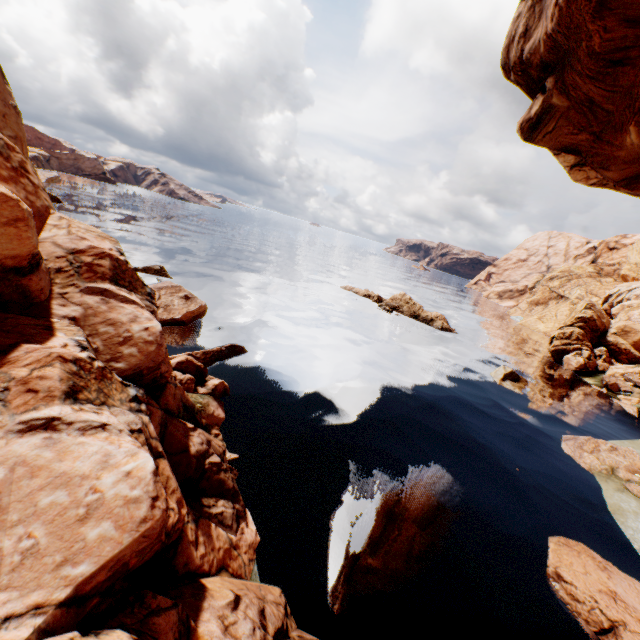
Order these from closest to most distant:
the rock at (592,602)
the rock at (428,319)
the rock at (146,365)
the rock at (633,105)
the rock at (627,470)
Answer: the rock at (146,365) → the rock at (592,602) → the rock at (633,105) → the rock at (627,470) → the rock at (428,319)

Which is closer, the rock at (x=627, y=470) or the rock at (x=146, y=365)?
the rock at (x=146, y=365)

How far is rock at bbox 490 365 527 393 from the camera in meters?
27.0

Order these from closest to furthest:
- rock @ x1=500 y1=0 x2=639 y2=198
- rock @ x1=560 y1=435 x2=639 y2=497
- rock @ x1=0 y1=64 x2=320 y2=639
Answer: rock @ x1=0 y1=64 x2=320 y2=639
rock @ x1=500 y1=0 x2=639 y2=198
rock @ x1=560 y1=435 x2=639 y2=497

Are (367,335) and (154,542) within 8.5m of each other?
no

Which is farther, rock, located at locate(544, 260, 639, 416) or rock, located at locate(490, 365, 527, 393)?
rock, located at locate(544, 260, 639, 416)
